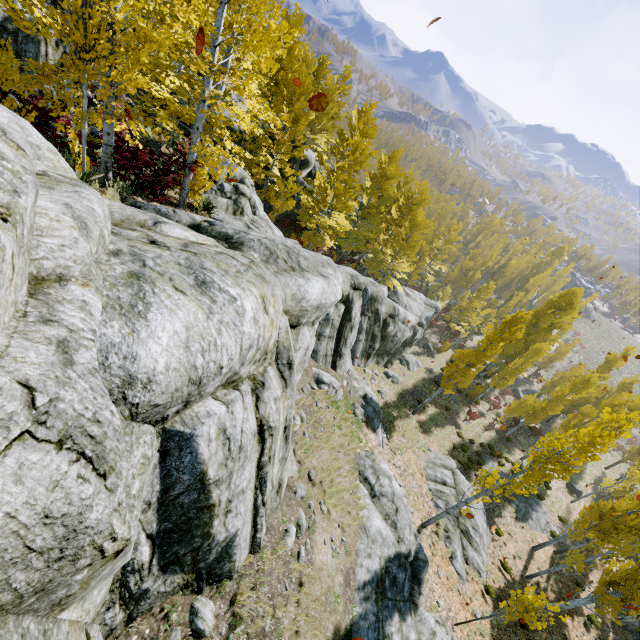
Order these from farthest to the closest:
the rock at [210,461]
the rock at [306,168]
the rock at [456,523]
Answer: the rock at [306,168] → the rock at [456,523] → the rock at [210,461]

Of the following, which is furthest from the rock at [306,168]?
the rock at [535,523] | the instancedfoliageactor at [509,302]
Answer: the rock at [535,523]

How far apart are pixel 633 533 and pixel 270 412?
20.4 meters

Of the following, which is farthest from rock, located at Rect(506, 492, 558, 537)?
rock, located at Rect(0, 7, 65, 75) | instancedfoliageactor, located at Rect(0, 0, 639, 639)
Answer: rock, located at Rect(0, 7, 65, 75)

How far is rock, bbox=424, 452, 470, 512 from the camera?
17.8m

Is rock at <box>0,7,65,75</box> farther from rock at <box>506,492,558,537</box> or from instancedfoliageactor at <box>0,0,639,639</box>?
rock at <box>506,492,558,537</box>
